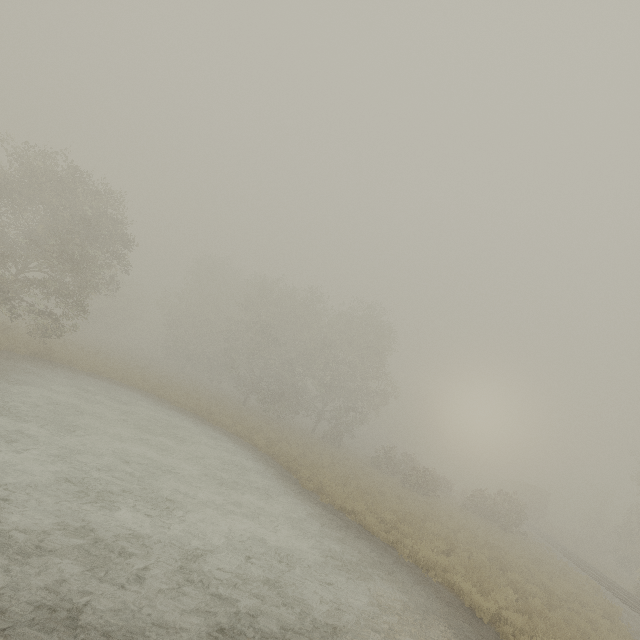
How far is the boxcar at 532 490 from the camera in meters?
43.6

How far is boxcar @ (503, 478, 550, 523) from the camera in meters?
43.6 m

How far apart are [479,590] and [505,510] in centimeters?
2088cm

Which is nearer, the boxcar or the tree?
the tree

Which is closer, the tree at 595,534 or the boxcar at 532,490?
the tree at 595,534
